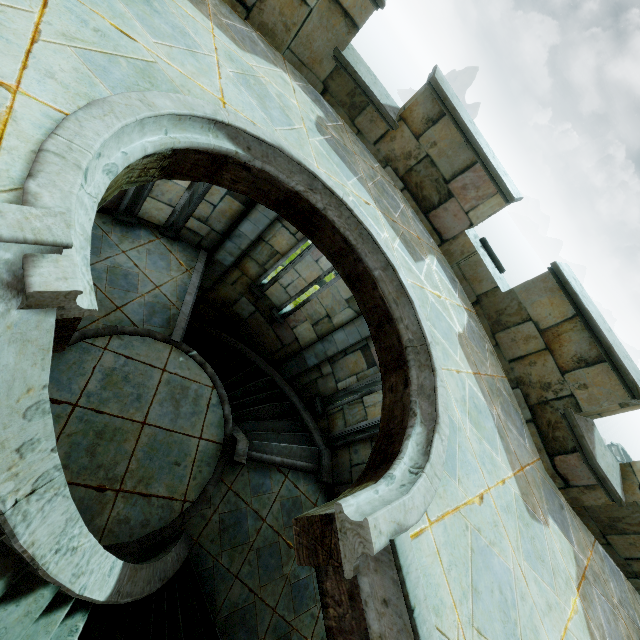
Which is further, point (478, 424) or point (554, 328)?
point (554, 328)
